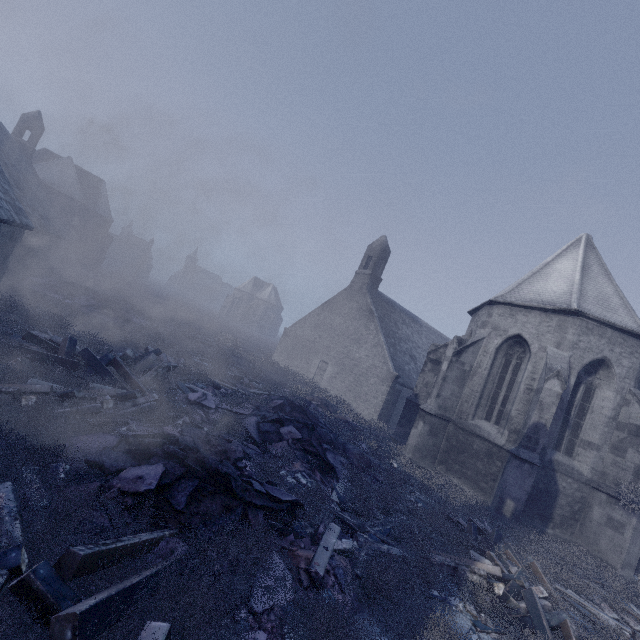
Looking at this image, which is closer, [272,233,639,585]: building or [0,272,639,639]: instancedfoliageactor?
[0,272,639,639]: instancedfoliageactor

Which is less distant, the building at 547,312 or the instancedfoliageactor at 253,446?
the instancedfoliageactor at 253,446

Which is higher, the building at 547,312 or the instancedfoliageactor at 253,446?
the building at 547,312

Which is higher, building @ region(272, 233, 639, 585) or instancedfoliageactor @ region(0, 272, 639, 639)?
building @ region(272, 233, 639, 585)

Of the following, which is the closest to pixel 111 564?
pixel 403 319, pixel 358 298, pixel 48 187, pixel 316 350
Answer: pixel 358 298
